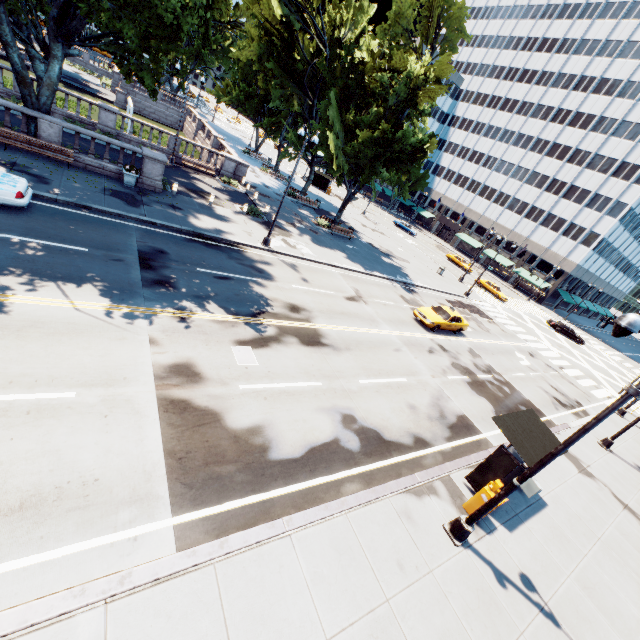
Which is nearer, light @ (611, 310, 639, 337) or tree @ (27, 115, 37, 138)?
light @ (611, 310, 639, 337)

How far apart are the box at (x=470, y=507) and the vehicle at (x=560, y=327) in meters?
43.9 m

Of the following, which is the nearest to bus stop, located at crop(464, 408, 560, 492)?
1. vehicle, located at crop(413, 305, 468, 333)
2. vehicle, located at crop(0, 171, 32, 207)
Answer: vehicle, located at crop(413, 305, 468, 333)

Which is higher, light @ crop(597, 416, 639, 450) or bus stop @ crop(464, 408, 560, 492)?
bus stop @ crop(464, 408, 560, 492)

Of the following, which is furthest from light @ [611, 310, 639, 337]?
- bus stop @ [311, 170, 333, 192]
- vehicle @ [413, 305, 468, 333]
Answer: bus stop @ [311, 170, 333, 192]

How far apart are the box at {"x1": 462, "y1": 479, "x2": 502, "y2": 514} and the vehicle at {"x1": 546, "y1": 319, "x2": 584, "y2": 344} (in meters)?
A: 43.88

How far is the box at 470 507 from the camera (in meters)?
9.67

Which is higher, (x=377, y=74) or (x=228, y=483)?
(x=377, y=74)
